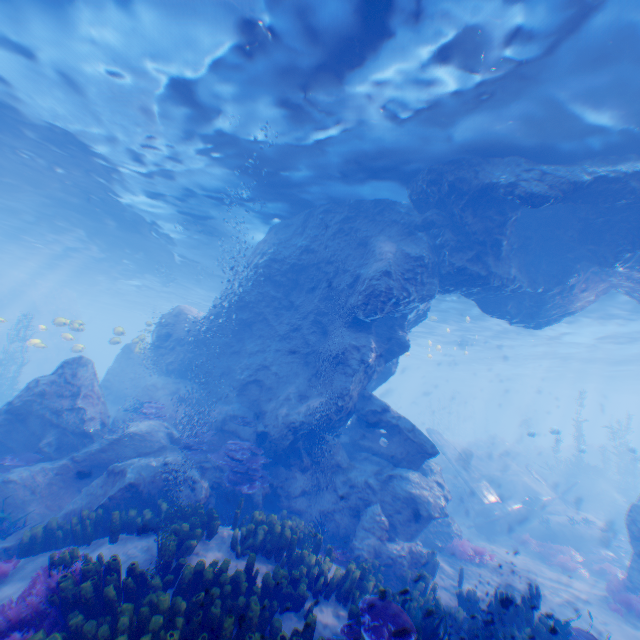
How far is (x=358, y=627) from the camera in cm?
493

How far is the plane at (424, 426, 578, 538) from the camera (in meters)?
16.83

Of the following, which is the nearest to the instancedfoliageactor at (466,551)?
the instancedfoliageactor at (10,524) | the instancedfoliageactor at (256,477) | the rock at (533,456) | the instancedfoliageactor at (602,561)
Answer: the instancedfoliageactor at (602,561)

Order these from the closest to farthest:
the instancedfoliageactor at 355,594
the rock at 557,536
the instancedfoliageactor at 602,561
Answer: the instancedfoliageactor at 355,594 < the instancedfoliageactor at 602,561 < the rock at 557,536

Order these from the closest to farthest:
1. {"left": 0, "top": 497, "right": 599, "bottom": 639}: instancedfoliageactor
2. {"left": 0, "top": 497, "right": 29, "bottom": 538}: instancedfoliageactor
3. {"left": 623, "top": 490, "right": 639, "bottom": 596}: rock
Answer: {"left": 0, "top": 497, "right": 599, "bottom": 639}: instancedfoliageactor → {"left": 0, "top": 497, "right": 29, "bottom": 538}: instancedfoliageactor → {"left": 623, "top": 490, "right": 639, "bottom": 596}: rock

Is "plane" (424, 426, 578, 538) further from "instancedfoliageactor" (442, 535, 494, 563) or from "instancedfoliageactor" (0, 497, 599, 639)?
"instancedfoliageactor" (0, 497, 599, 639)

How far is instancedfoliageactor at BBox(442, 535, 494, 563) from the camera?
12.0m

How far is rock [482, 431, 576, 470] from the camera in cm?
3519
